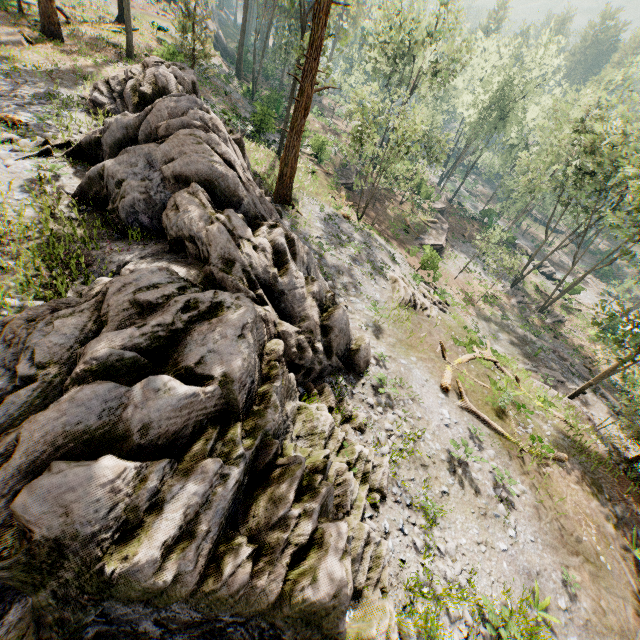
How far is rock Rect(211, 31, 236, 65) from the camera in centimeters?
5070cm

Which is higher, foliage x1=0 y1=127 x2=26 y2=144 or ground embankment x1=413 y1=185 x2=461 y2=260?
foliage x1=0 y1=127 x2=26 y2=144

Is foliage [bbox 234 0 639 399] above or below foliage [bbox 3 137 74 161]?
above

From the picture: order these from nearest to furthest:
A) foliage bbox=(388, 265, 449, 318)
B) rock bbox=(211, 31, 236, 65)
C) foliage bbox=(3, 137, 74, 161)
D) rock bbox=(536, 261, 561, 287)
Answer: foliage bbox=(3, 137, 74, 161) < foliage bbox=(388, 265, 449, 318) < rock bbox=(536, 261, 561, 287) < rock bbox=(211, 31, 236, 65)

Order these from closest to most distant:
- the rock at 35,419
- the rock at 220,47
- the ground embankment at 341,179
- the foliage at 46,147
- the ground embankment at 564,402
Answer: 1. the rock at 35,419
2. the foliage at 46,147
3. the ground embankment at 564,402
4. the ground embankment at 341,179
5. the rock at 220,47

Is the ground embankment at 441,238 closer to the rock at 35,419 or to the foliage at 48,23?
the foliage at 48,23

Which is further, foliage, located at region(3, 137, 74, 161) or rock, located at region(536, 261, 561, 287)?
rock, located at region(536, 261, 561, 287)

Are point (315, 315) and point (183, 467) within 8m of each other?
yes
